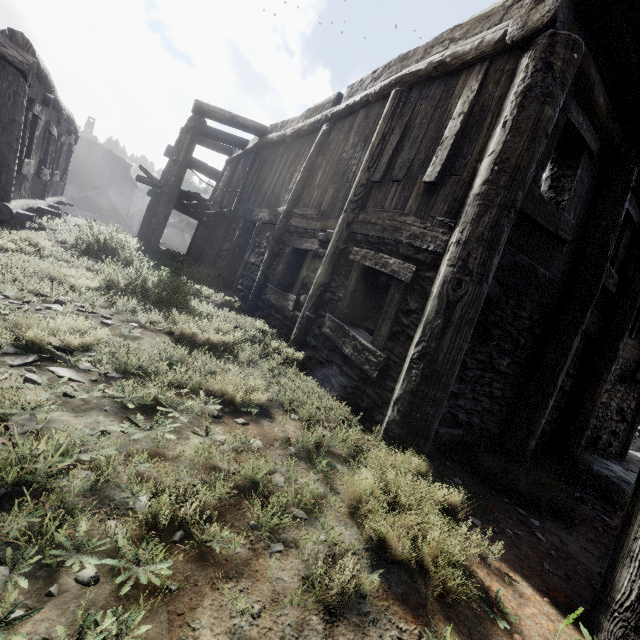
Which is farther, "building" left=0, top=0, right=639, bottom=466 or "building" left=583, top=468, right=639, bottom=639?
"building" left=0, top=0, right=639, bottom=466

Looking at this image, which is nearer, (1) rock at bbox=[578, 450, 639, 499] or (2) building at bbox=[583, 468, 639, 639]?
(2) building at bbox=[583, 468, 639, 639]

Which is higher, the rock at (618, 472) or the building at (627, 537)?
the building at (627, 537)

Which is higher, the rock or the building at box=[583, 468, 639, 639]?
the building at box=[583, 468, 639, 639]

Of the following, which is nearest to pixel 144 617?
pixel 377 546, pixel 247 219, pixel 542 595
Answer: pixel 377 546

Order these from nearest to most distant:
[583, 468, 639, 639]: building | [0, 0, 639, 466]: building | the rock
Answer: [583, 468, 639, 639]: building
[0, 0, 639, 466]: building
the rock
